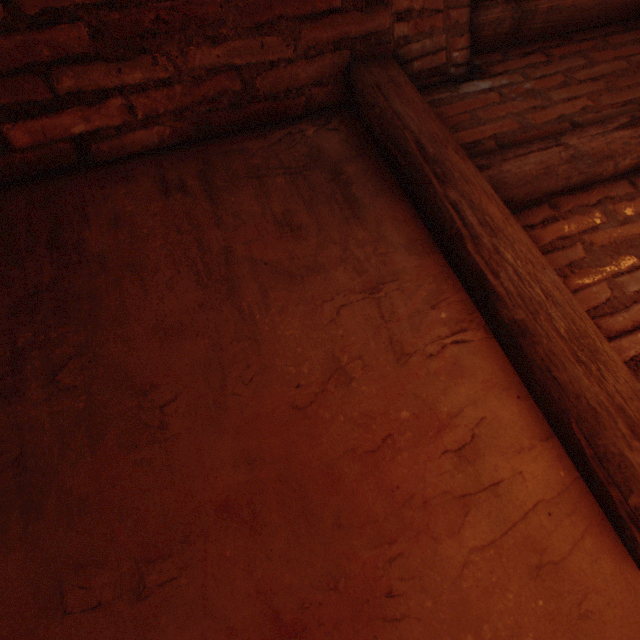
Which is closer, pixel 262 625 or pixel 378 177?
pixel 262 625
